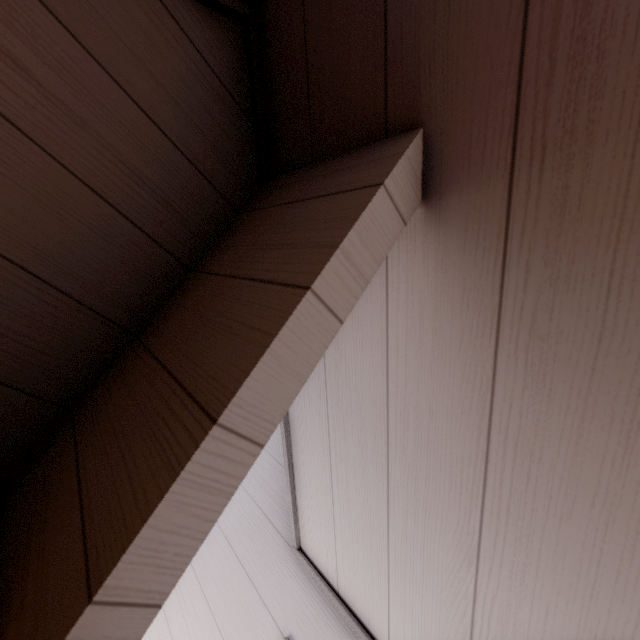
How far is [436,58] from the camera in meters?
0.5
